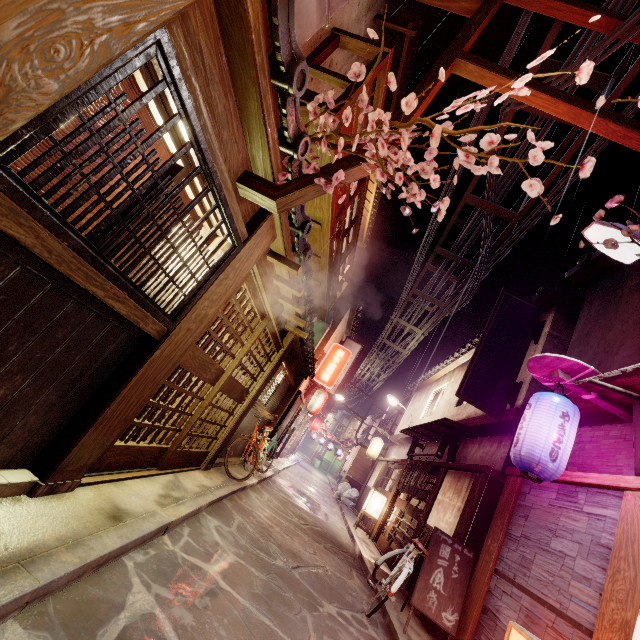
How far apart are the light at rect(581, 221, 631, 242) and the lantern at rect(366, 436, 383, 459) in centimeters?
2604cm

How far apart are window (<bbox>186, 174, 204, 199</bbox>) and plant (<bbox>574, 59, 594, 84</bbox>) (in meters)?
4.00

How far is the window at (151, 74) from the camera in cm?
337

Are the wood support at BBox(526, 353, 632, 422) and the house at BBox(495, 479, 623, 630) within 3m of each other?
yes

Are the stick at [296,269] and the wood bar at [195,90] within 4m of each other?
yes

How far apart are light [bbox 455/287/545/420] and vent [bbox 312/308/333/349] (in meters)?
11.73

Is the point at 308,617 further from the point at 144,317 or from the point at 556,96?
the point at 556,96

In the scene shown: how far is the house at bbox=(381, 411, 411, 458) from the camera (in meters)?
26.51
